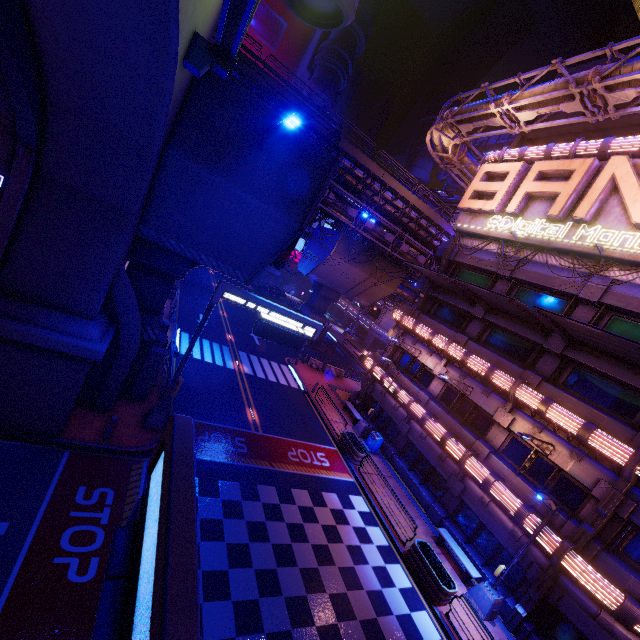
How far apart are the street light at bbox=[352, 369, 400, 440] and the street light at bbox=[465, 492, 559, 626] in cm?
993

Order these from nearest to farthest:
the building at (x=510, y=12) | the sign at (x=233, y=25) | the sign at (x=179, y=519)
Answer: the sign at (x=179, y=519), the sign at (x=233, y=25), the building at (x=510, y=12)

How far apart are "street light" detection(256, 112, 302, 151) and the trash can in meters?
19.0

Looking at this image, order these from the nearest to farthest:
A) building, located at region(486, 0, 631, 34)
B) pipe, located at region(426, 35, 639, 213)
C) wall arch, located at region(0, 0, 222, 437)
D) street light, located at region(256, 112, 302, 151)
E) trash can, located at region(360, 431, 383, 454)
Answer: wall arch, located at region(0, 0, 222, 437)
street light, located at region(256, 112, 302, 151)
pipe, located at region(426, 35, 639, 213)
trash can, located at region(360, 431, 383, 454)
building, located at region(486, 0, 631, 34)

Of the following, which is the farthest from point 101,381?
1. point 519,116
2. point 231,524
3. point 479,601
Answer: point 519,116

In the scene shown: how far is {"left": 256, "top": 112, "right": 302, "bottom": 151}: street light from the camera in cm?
768

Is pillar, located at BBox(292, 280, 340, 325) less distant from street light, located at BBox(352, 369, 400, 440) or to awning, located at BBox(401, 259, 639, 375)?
street light, located at BBox(352, 369, 400, 440)

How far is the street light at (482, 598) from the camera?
13.42m
